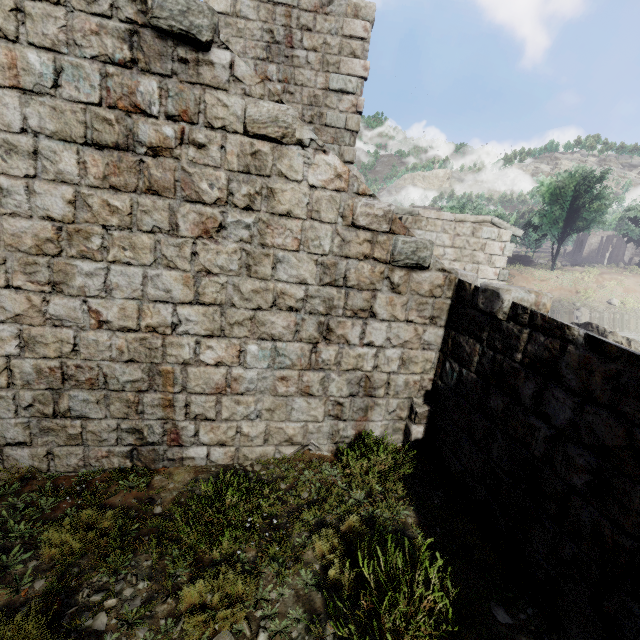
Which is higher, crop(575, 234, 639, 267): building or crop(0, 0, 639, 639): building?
crop(575, 234, 639, 267): building

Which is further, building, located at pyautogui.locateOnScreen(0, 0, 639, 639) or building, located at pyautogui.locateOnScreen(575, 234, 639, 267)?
building, located at pyautogui.locateOnScreen(575, 234, 639, 267)

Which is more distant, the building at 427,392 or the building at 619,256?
the building at 619,256

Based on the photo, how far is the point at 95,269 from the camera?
4.32m

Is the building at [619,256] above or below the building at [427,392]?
above
